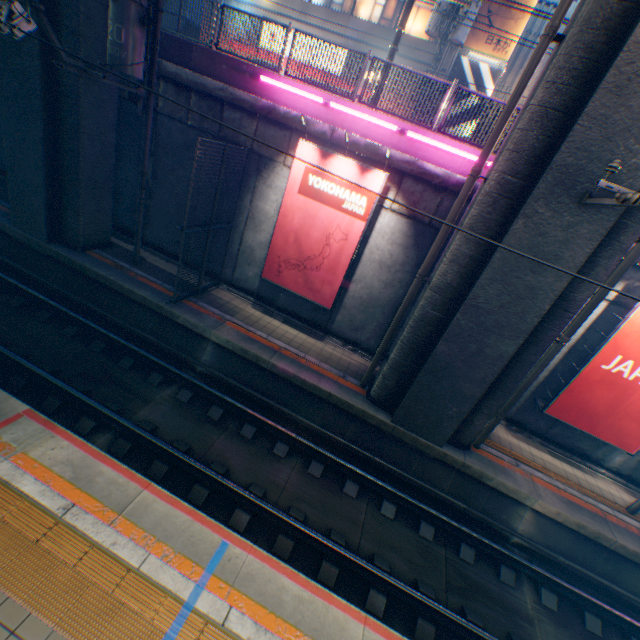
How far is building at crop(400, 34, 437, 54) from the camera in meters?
18.5 m

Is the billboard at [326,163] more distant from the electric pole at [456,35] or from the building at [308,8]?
the building at [308,8]

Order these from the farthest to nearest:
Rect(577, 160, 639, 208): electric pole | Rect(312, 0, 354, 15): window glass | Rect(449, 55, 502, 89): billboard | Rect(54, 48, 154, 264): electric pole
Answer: Rect(312, 0, 354, 15): window glass, Rect(449, 55, 502, 89): billboard, Rect(54, 48, 154, 264): electric pole, Rect(577, 160, 639, 208): electric pole

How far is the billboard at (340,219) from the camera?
9.2 meters

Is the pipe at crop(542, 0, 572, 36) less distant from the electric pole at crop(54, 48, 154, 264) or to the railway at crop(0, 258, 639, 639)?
the railway at crop(0, 258, 639, 639)

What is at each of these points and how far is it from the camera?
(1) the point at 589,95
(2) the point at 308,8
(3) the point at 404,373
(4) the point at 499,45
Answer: (1) overpass support, 5.6 meters
(2) building, 19.6 meters
(3) overpass support, 8.7 meters
(4) billboard, 17.4 meters

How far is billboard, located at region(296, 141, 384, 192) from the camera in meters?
8.8 m

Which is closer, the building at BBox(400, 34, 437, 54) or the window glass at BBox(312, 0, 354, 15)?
the building at BBox(400, 34, 437, 54)
